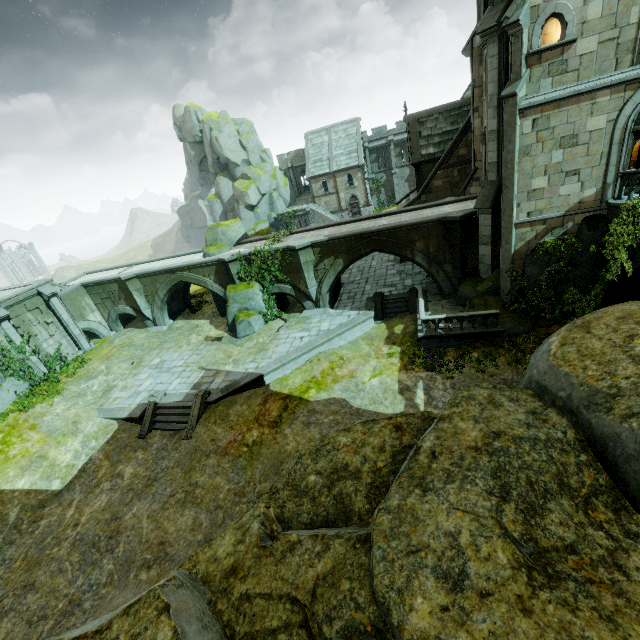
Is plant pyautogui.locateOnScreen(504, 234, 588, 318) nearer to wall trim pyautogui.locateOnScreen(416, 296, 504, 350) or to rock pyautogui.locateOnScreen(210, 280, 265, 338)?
wall trim pyautogui.locateOnScreen(416, 296, 504, 350)

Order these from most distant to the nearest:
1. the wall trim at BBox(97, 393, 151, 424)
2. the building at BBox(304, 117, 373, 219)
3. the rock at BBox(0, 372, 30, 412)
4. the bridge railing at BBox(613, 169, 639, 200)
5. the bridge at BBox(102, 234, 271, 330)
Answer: the building at BBox(304, 117, 373, 219), the bridge at BBox(102, 234, 271, 330), the rock at BBox(0, 372, 30, 412), the wall trim at BBox(97, 393, 151, 424), the bridge railing at BBox(613, 169, 639, 200)

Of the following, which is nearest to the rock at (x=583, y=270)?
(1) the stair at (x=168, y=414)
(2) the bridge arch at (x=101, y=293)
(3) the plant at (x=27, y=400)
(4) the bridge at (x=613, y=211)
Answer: (4) the bridge at (x=613, y=211)

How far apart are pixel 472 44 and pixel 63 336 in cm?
3265

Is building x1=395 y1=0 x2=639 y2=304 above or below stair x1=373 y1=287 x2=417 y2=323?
above

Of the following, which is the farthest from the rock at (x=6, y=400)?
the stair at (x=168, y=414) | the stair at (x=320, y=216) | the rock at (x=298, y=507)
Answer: the stair at (x=320, y=216)

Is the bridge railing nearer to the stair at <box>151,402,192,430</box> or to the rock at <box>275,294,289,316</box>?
the rock at <box>275,294,289,316</box>

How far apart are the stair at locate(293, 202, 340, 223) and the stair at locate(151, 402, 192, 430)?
38.3m
